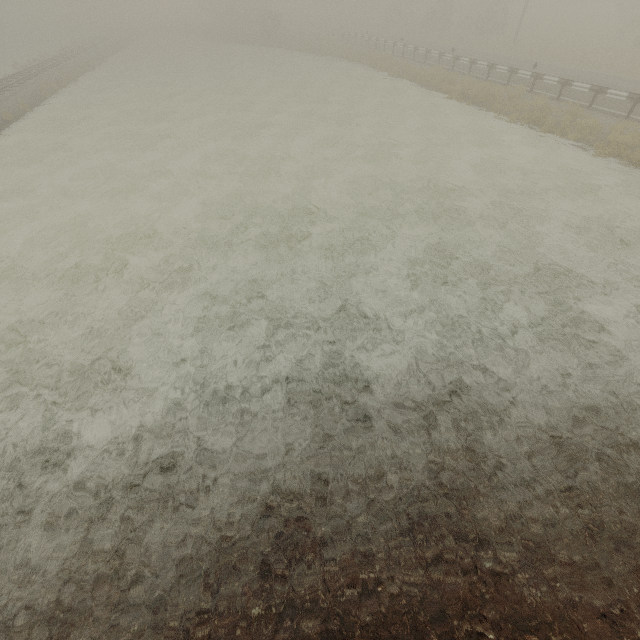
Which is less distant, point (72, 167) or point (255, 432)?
point (255, 432)
